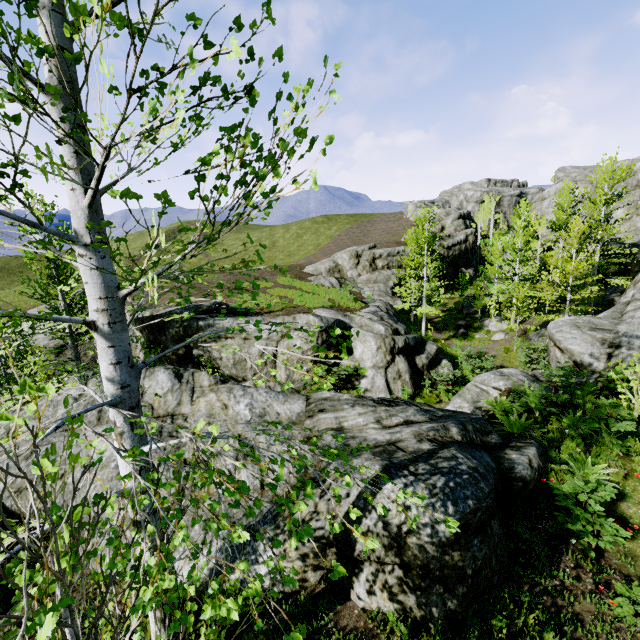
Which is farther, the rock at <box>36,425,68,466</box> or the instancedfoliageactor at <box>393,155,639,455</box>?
the instancedfoliageactor at <box>393,155,639,455</box>

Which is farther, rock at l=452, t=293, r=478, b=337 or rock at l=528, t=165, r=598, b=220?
rock at l=528, t=165, r=598, b=220

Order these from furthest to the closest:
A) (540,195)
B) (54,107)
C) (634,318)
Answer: (540,195)
(634,318)
(54,107)

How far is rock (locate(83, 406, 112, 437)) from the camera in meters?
7.8

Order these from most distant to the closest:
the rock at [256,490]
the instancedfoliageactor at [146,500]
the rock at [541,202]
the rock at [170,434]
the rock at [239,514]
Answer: the rock at [541,202]
the rock at [170,434]
the rock at [256,490]
the rock at [239,514]
the instancedfoliageactor at [146,500]

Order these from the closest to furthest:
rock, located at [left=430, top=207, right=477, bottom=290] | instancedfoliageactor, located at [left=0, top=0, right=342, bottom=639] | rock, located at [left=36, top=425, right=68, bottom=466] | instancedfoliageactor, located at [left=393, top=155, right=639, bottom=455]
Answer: instancedfoliageactor, located at [left=0, top=0, right=342, bottom=639], rock, located at [left=36, top=425, right=68, bottom=466], instancedfoliageactor, located at [left=393, top=155, right=639, bottom=455], rock, located at [left=430, top=207, right=477, bottom=290]

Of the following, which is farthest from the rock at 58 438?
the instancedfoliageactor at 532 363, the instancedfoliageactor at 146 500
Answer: the instancedfoliageactor at 146 500
